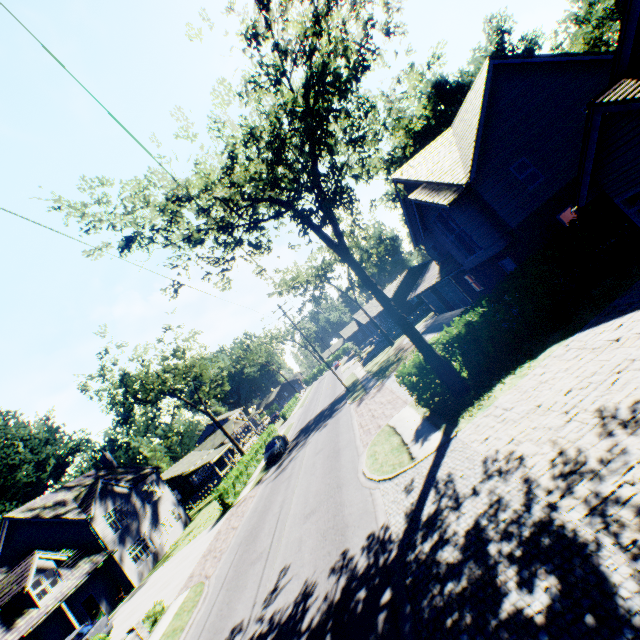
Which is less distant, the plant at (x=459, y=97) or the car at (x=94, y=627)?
the car at (x=94, y=627)

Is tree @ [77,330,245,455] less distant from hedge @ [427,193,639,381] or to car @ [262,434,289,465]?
hedge @ [427,193,639,381]

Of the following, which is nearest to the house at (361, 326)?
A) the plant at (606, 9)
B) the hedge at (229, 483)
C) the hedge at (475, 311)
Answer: the plant at (606, 9)

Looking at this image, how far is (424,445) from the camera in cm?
1113

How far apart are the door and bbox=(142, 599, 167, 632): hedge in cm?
1246

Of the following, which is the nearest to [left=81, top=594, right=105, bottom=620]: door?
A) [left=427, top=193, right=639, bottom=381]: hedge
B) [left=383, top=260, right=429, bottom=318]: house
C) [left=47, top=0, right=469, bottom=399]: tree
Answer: [left=47, top=0, right=469, bottom=399]: tree

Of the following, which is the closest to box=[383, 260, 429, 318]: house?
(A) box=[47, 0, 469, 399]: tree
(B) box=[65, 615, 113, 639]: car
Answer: (A) box=[47, 0, 469, 399]: tree

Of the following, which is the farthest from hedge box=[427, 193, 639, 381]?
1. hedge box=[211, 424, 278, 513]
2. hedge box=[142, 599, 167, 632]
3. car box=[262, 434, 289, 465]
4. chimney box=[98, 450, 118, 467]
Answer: chimney box=[98, 450, 118, 467]
